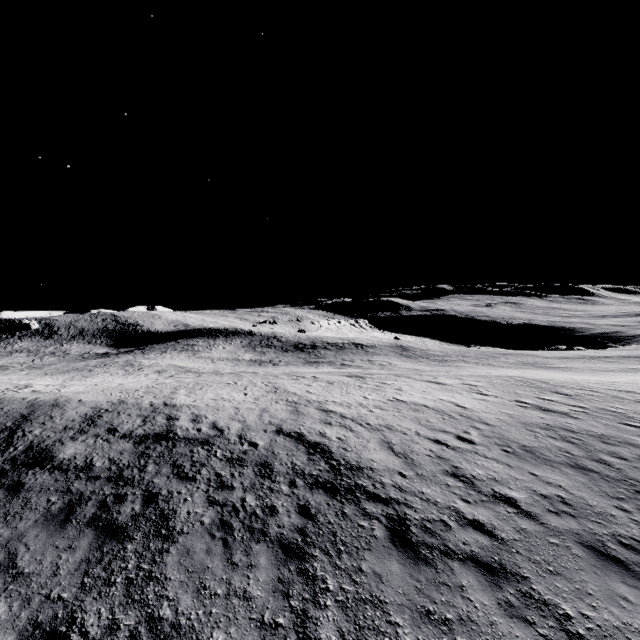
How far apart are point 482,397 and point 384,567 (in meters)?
12.97
